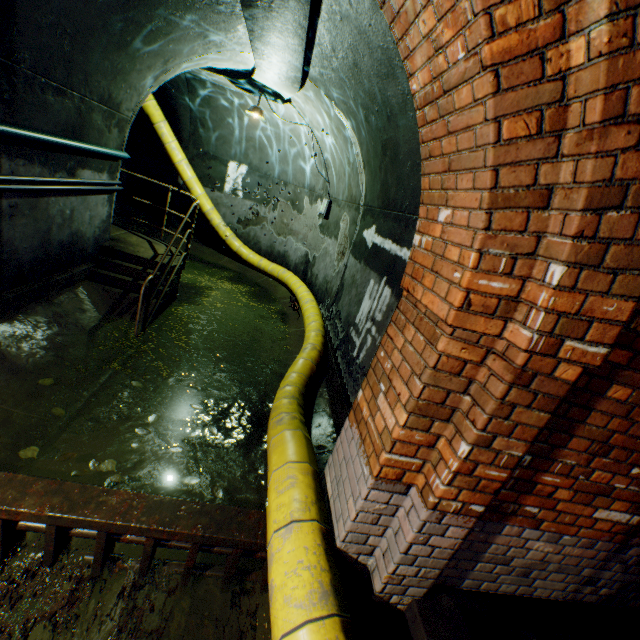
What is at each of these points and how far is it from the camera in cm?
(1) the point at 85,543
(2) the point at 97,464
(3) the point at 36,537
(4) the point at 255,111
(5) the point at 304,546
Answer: (1) building tunnel, 253
(2) leaves, 288
(3) building tunnel, 246
(4) ceiling light, 677
(5) large conduit, 191

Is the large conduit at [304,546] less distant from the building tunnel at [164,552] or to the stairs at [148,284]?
the building tunnel at [164,552]

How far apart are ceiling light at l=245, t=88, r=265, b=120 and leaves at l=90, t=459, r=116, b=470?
6.8 meters

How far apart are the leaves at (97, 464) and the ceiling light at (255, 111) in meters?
6.8

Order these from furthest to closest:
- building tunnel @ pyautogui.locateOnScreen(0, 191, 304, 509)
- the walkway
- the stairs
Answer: the walkway, the stairs, building tunnel @ pyautogui.locateOnScreen(0, 191, 304, 509)

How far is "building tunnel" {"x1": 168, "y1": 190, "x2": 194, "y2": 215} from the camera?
10.3m

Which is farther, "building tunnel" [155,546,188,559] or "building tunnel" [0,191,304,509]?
"building tunnel" [0,191,304,509]

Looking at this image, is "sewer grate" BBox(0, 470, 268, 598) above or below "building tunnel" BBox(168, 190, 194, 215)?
below
